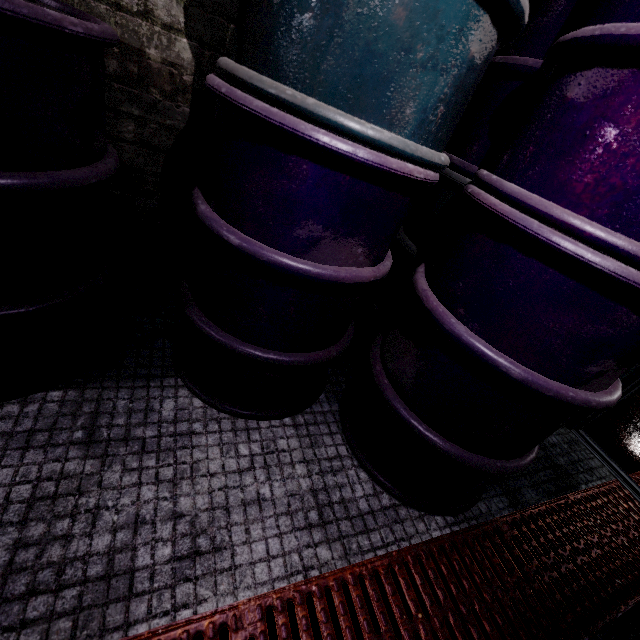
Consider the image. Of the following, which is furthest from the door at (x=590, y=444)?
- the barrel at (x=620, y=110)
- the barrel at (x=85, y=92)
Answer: the barrel at (x=85, y=92)

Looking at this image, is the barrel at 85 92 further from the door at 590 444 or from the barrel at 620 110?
the door at 590 444

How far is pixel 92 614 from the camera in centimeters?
75cm

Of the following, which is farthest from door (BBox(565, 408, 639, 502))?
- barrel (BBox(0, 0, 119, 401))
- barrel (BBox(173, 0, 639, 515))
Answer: barrel (BBox(0, 0, 119, 401))

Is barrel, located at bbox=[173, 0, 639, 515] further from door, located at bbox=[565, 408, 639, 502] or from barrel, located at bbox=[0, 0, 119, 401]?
door, located at bbox=[565, 408, 639, 502]

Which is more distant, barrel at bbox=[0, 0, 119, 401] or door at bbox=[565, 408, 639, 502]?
door at bbox=[565, 408, 639, 502]
